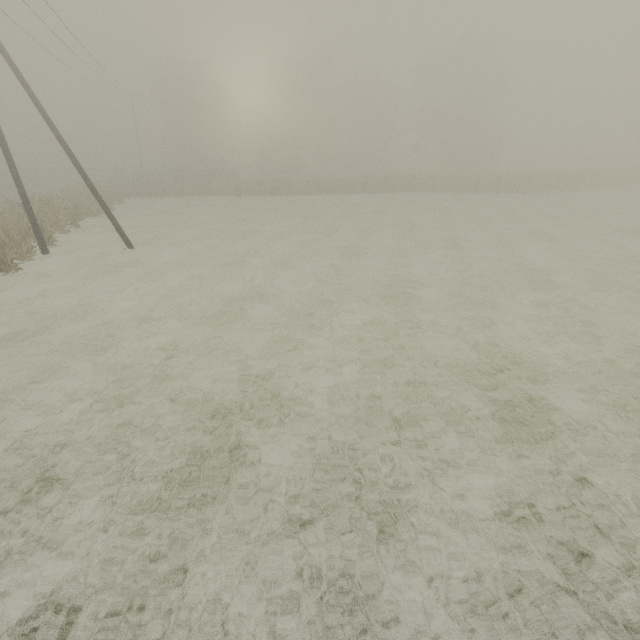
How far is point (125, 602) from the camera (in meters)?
3.49

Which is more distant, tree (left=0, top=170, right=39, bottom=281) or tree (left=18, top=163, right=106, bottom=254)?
tree (left=18, top=163, right=106, bottom=254)

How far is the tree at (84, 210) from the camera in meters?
18.8

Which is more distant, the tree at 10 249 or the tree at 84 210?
the tree at 84 210

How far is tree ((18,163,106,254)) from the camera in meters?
18.8 m
